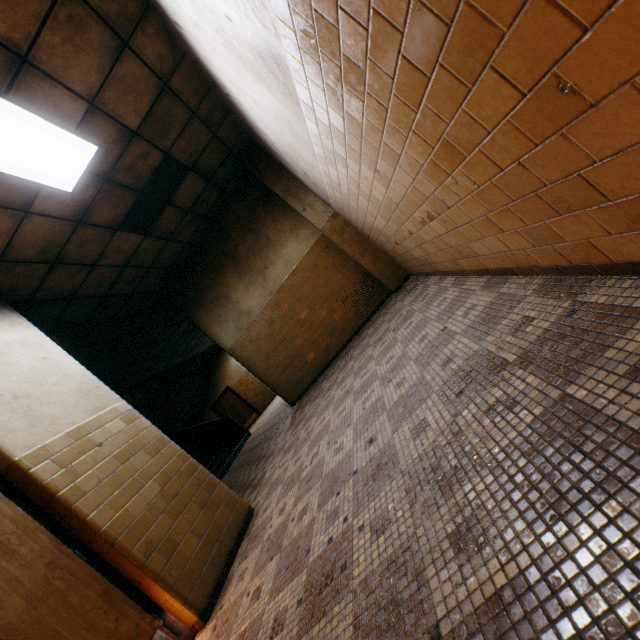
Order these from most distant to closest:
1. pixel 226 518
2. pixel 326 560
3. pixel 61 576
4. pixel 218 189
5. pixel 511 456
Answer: pixel 218 189
pixel 226 518
pixel 61 576
pixel 326 560
pixel 511 456

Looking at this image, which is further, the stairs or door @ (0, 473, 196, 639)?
the stairs

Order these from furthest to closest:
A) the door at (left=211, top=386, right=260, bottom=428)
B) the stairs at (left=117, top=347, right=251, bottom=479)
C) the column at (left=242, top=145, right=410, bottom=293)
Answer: the door at (left=211, top=386, right=260, bottom=428) < the stairs at (left=117, top=347, right=251, bottom=479) < the column at (left=242, top=145, right=410, bottom=293)

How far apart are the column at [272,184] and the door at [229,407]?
11.8m

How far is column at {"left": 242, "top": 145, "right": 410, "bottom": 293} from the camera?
6.3 meters

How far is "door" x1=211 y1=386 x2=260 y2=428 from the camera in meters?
16.3

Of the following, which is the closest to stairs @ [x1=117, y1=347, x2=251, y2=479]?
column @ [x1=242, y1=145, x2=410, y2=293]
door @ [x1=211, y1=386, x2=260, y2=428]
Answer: door @ [x1=211, y1=386, x2=260, y2=428]

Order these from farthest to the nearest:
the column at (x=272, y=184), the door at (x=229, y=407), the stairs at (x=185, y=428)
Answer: the door at (x=229, y=407) < the stairs at (x=185, y=428) < the column at (x=272, y=184)
